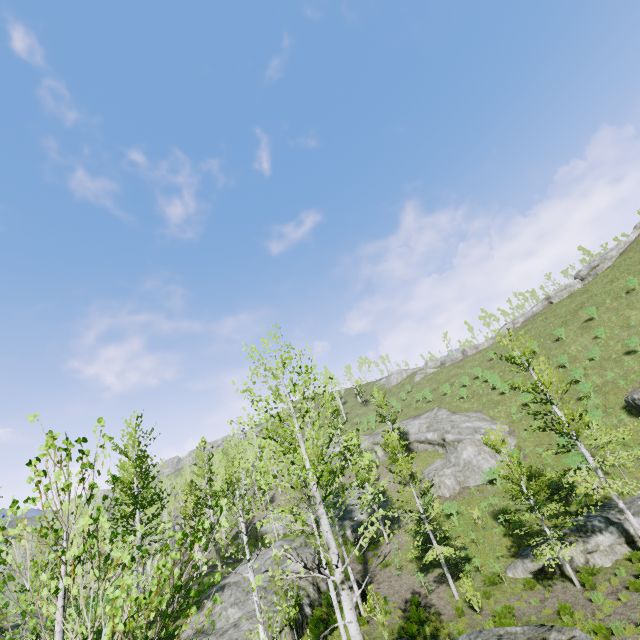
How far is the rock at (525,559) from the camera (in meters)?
16.38

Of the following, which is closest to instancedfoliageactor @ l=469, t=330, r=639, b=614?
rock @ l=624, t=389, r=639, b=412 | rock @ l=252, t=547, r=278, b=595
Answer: rock @ l=252, t=547, r=278, b=595

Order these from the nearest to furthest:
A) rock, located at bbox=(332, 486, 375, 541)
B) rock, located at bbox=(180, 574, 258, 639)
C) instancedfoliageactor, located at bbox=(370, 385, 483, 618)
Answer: rock, located at bbox=(180, 574, 258, 639) < instancedfoliageactor, located at bbox=(370, 385, 483, 618) < rock, located at bbox=(332, 486, 375, 541)

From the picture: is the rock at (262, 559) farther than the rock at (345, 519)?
No

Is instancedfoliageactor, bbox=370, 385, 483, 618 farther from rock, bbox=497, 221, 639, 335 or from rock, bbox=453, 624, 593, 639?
rock, bbox=497, 221, 639, 335

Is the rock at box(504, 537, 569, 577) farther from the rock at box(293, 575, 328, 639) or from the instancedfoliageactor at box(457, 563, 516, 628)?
the rock at box(293, 575, 328, 639)

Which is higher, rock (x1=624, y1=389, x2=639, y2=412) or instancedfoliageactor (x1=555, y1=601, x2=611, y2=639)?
rock (x1=624, y1=389, x2=639, y2=412)

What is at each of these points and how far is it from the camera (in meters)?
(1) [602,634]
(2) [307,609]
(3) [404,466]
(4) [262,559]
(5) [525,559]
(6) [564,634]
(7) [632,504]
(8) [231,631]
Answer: (1) instancedfoliageactor, 11.20
(2) rock, 17.70
(3) instancedfoliageactor, 19.34
(4) rock, 22.72
(5) rock, 17.80
(6) rock, 9.62
(7) rock, 16.53
(8) rock, 14.85
